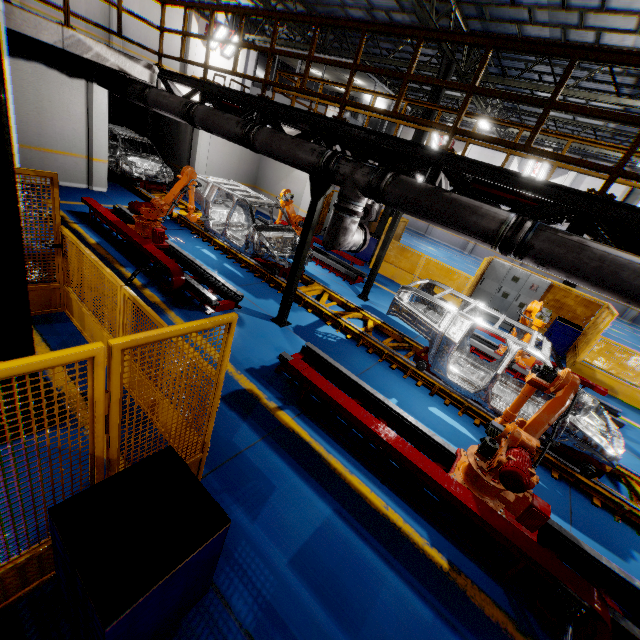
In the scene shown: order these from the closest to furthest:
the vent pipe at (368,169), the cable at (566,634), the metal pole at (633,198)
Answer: the cable at (566,634)
the vent pipe at (368,169)
the metal pole at (633,198)

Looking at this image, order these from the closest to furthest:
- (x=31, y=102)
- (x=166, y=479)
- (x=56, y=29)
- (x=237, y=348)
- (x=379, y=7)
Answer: (x=166, y=479) < (x=237, y=348) < (x=56, y=29) < (x=31, y=102) < (x=379, y=7)

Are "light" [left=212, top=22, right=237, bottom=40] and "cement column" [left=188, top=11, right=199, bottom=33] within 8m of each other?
yes

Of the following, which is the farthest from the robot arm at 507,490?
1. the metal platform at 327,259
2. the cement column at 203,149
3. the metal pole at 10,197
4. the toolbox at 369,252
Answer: the cement column at 203,149

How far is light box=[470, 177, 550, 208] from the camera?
5.2m

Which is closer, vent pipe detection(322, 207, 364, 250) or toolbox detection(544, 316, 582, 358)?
vent pipe detection(322, 207, 364, 250)

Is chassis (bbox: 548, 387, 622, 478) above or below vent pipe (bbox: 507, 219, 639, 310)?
below

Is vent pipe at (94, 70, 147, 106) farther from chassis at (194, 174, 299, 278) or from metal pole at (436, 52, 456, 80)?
metal pole at (436, 52, 456, 80)
